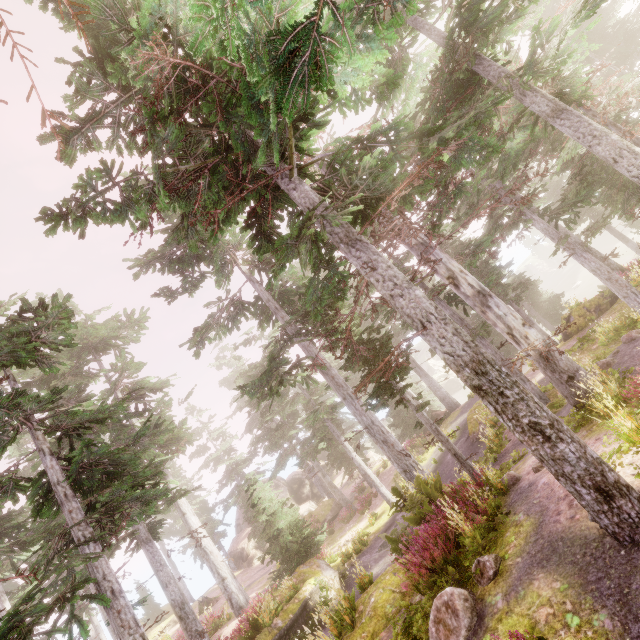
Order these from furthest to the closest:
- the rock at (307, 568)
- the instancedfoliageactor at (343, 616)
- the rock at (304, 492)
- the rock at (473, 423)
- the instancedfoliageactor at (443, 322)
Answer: the rock at (304, 492) → the rock at (473, 423) → the rock at (307, 568) → the instancedfoliageactor at (343, 616) → the instancedfoliageactor at (443, 322)

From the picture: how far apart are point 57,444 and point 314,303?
14.1m

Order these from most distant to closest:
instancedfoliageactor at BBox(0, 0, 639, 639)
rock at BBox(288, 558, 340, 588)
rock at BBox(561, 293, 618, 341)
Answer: rock at BBox(561, 293, 618, 341) < rock at BBox(288, 558, 340, 588) < instancedfoliageactor at BBox(0, 0, 639, 639)

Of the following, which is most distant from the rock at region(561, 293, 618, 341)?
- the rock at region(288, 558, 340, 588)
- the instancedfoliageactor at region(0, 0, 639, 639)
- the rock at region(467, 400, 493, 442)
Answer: the rock at region(288, 558, 340, 588)

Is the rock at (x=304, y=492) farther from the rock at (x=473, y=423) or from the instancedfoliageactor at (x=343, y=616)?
the rock at (x=473, y=423)

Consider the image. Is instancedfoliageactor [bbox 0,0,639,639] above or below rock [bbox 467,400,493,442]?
above

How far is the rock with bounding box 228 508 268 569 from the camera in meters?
34.9 m

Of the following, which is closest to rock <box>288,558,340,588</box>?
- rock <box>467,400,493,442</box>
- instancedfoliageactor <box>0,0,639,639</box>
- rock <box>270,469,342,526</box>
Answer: instancedfoliageactor <box>0,0,639,639</box>
